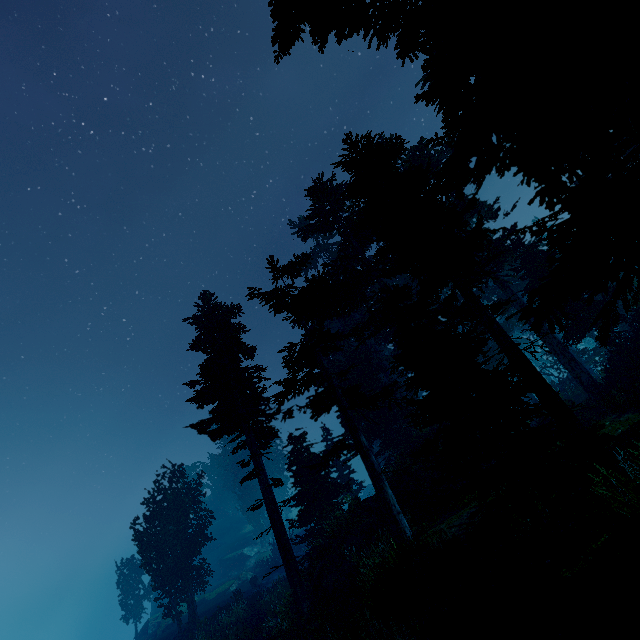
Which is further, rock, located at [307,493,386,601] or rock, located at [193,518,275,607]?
rock, located at [193,518,275,607]

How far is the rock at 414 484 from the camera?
15.1m

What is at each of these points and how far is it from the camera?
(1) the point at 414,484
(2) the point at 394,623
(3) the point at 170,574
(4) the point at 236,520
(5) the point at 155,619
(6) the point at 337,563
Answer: (1) rock, 15.95m
(2) instancedfoliageactor, 7.01m
(3) instancedfoliageactor, 28.30m
(4) rock, 58.81m
(5) rock, 40.84m
(6) rock, 14.75m

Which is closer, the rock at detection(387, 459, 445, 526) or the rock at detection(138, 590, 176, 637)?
the rock at detection(387, 459, 445, 526)

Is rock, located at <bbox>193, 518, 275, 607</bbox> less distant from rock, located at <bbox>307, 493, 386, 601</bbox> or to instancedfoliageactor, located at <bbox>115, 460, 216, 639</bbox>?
instancedfoliageactor, located at <bbox>115, 460, 216, 639</bbox>

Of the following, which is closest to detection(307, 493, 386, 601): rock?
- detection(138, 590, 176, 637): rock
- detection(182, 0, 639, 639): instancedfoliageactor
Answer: detection(182, 0, 639, 639): instancedfoliageactor

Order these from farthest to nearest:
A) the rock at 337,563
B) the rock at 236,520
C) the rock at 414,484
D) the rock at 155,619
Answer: the rock at 236,520 < the rock at 155,619 < the rock at 414,484 < the rock at 337,563
